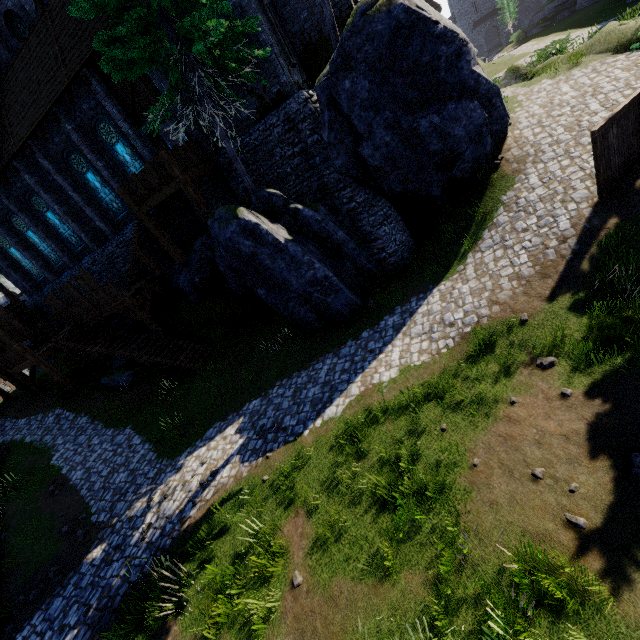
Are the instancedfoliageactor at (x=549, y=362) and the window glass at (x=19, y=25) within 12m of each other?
no

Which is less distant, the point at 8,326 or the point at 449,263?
the point at 449,263

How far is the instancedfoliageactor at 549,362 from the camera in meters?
7.3 m

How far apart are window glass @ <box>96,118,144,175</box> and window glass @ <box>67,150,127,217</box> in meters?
1.5

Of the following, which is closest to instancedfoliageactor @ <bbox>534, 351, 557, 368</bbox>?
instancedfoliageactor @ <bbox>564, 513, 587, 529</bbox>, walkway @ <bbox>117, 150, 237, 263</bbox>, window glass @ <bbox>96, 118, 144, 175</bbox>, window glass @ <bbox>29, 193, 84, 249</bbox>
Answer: instancedfoliageactor @ <bbox>564, 513, 587, 529</bbox>

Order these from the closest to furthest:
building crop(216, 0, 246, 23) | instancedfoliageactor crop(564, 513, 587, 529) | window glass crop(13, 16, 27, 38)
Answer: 1. instancedfoliageactor crop(564, 513, 587, 529)
2. building crop(216, 0, 246, 23)
3. window glass crop(13, 16, 27, 38)

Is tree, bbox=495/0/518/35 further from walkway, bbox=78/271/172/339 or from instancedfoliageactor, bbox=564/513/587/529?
instancedfoliageactor, bbox=564/513/587/529

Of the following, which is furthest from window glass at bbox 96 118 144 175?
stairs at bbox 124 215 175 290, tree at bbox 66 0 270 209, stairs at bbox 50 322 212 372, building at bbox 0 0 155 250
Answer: Result: stairs at bbox 50 322 212 372
